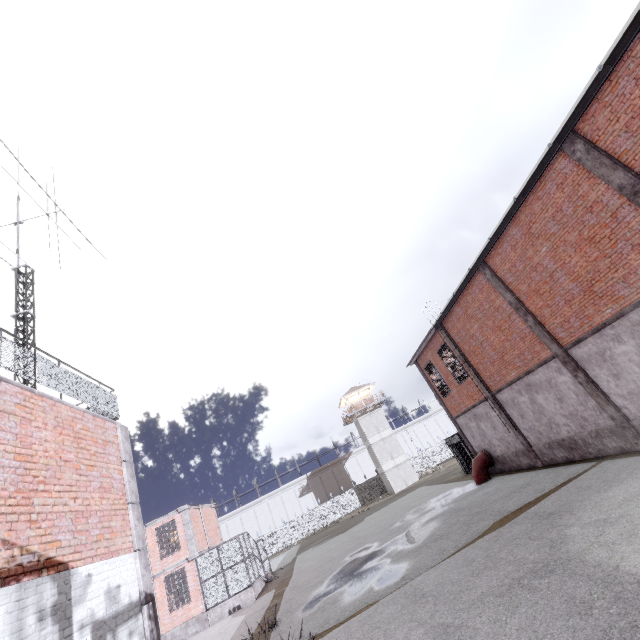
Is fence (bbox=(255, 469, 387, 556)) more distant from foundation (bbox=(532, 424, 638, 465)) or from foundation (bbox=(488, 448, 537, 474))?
foundation (bbox=(488, 448, 537, 474))

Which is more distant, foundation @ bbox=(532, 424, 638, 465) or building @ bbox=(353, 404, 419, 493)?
building @ bbox=(353, 404, 419, 493)

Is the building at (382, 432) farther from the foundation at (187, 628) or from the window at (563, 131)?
the window at (563, 131)

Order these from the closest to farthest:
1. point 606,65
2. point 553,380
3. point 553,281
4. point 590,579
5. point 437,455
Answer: point 590,579 → point 606,65 → point 553,281 → point 553,380 → point 437,455

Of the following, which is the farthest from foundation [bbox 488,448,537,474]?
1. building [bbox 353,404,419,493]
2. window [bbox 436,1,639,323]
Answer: building [bbox 353,404,419,493]

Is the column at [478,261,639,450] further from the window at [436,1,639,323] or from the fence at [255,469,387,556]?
the fence at [255,469,387,556]

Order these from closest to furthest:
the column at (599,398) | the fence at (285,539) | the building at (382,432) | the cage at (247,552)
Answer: the column at (599,398), the cage at (247,552), the building at (382,432), the fence at (285,539)

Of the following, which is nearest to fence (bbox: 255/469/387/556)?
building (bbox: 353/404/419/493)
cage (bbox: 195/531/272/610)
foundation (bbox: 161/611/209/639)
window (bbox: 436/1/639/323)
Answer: building (bbox: 353/404/419/493)
